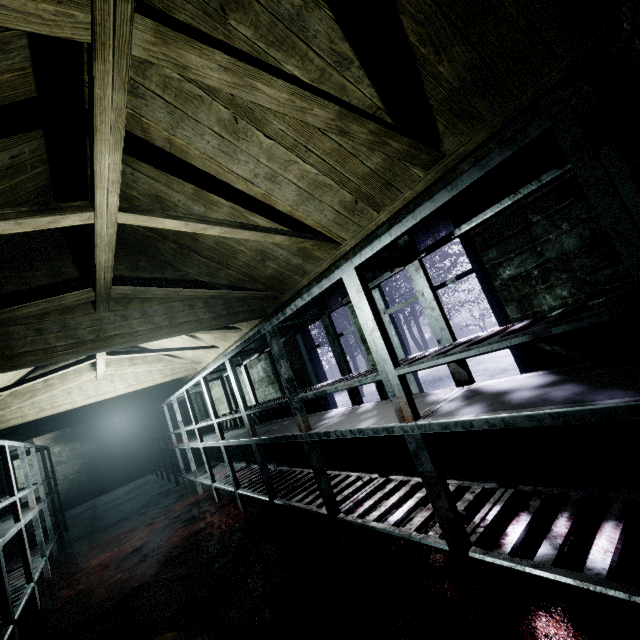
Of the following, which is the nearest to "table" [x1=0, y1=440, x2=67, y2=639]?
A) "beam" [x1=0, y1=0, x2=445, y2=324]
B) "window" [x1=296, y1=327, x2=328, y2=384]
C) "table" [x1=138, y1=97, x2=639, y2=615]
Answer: "beam" [x1=0, y1=0, x2=445, y2=324]

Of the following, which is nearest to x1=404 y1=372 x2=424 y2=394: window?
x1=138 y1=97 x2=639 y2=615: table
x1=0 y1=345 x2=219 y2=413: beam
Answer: x1=138 y1=97 x2=639 y2=615: table

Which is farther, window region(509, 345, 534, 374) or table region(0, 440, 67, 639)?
table region(0, 440, 67, 639)

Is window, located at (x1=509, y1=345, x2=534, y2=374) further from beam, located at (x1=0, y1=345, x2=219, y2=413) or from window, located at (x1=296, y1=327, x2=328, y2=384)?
beam, located at (x1=0, y1=345, x2=219, y2=413)

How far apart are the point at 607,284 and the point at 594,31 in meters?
1.0 m

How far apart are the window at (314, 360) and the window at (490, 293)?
0.2m

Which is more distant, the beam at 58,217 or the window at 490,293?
the window at 490,293

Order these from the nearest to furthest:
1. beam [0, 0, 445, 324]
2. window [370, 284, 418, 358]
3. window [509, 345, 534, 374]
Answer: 1. beam [0, 0, 445, 324]
2. window [509, 345, 534, 374]
3. window [370, 284, 418, 358]
